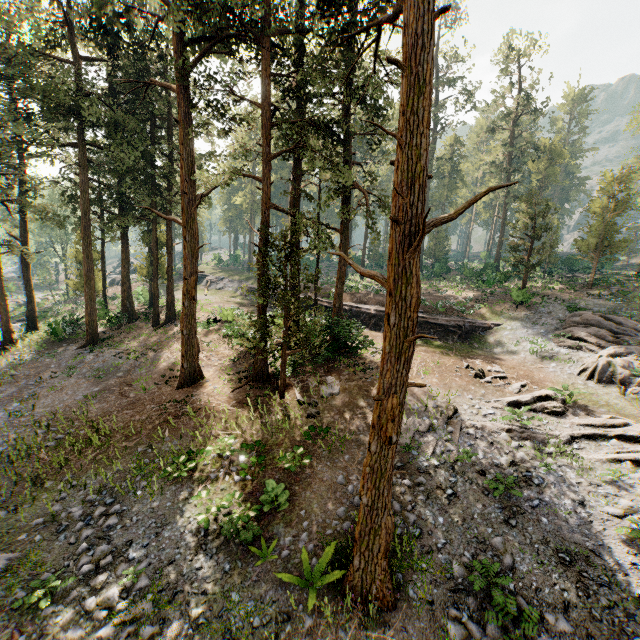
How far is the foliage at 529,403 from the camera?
14.85m

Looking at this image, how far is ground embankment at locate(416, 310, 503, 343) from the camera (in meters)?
26.25

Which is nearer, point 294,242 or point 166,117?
point 294,242

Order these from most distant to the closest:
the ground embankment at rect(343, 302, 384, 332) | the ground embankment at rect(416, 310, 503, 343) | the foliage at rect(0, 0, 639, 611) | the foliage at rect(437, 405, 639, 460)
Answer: the ground embankment at rect(416, 310, 503, 343) < the ground embankment at rect(343, 302, 384, 332) < the foliage at rect(437, 405, 639, 460) < the foliage at rect(0, 0, 639, 611)

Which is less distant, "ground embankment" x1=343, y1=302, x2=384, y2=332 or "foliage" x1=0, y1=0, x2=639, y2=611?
"foliage" x1=0, y1=0, x2=639, y2=611

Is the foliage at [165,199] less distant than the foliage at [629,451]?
Yes
